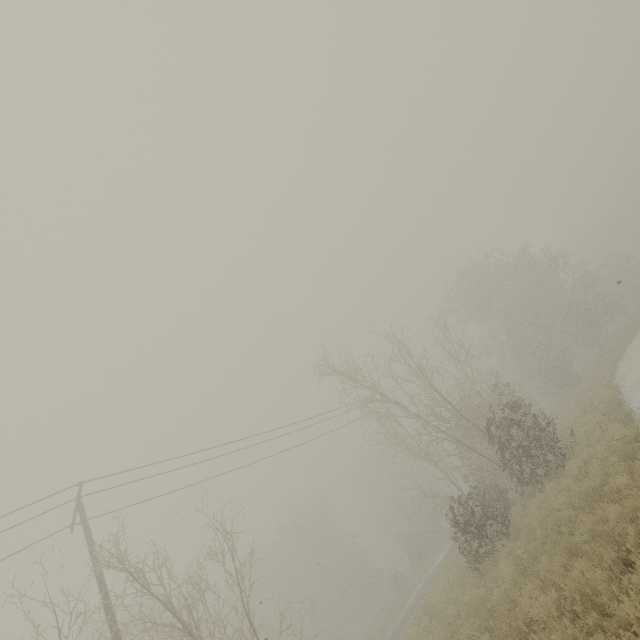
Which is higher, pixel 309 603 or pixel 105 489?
pixel 105 489
